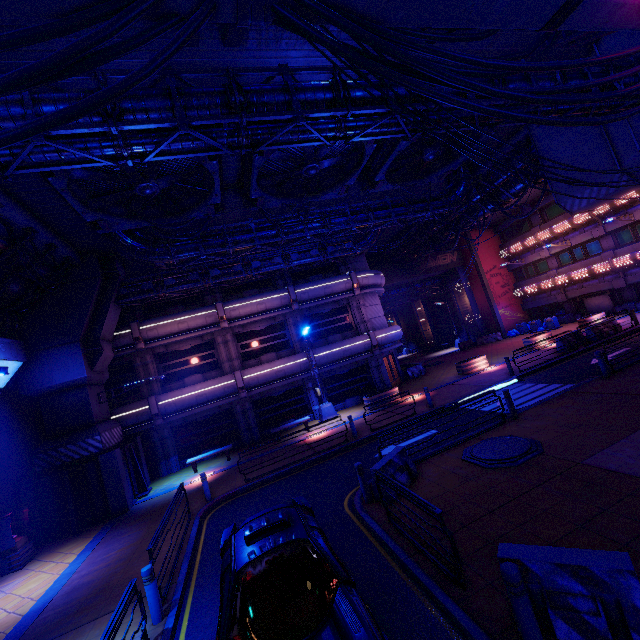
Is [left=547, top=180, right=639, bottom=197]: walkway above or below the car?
above

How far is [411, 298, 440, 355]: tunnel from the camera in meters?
45.1 m

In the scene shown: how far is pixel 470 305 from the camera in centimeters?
3697cm

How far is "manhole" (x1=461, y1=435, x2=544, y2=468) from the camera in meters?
8.6 m

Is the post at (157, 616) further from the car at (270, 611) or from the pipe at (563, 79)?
the pipe at (563, 79)

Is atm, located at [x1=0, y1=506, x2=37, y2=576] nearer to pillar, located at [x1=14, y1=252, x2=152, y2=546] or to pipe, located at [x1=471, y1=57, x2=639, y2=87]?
pillar, located at [x1=14, y1=252, x2=152, y2=546]

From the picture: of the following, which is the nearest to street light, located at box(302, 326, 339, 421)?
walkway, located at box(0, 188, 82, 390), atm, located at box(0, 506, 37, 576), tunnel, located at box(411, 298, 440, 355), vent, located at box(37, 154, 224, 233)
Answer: vent, located at box(37, 154, 224, 233)

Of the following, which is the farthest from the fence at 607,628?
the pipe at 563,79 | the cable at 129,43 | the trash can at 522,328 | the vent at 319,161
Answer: the trash can at 522,328
